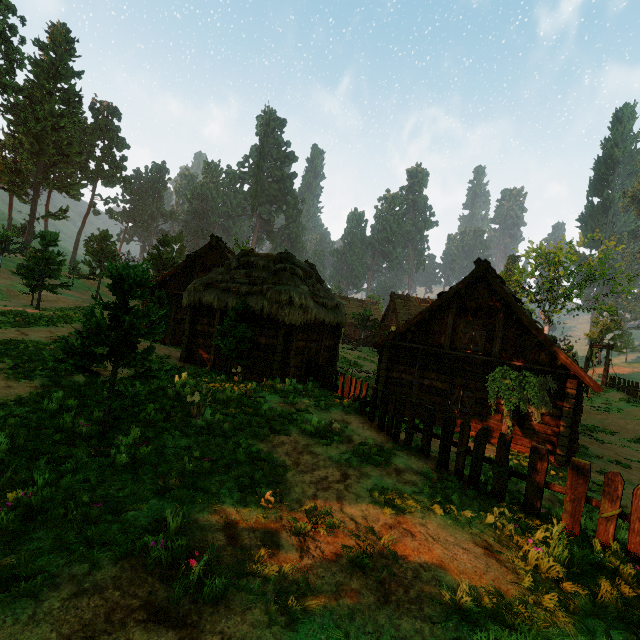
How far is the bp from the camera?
14.6 meters

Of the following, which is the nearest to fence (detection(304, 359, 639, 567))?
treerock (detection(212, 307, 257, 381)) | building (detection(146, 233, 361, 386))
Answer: building (detection(146, 233, 361, 386))

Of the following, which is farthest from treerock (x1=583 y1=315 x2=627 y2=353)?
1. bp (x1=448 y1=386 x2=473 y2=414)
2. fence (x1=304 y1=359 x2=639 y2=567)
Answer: bp (x1=448 y1=386 x2=473 y2=414)

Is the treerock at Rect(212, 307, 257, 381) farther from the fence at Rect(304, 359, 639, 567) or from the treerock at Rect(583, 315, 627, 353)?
the fence at Rect(304, 359, 639, 567)

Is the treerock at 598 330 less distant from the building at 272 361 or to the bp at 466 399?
the building at 272 361

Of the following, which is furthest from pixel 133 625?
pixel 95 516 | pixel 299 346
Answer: pixel 299 346

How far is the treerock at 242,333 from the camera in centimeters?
1345cm

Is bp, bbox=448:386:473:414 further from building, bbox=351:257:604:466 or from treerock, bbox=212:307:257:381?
treerock, bbox=212:307:257:381
